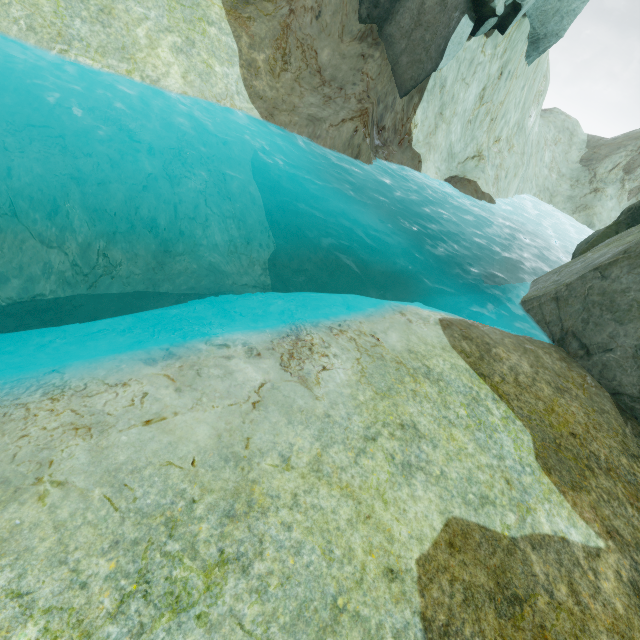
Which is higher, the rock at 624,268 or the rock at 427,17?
the rock at 427,17

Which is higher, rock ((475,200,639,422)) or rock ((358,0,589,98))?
rock ((358,0,589,98))

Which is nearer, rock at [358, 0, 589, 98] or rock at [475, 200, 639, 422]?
rock at [475, 200, 639, 422]

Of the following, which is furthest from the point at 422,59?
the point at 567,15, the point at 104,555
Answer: the point at 104,555

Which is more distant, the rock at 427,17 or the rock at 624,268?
the rock at 427,17
